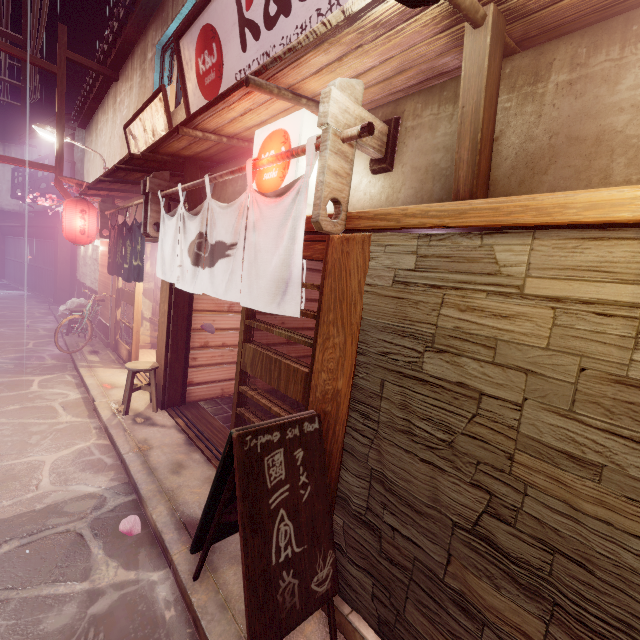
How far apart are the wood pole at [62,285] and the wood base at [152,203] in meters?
21.2 m

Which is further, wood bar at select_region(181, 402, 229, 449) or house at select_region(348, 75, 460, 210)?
wood bar at select_region(181, 402, 229, 449)

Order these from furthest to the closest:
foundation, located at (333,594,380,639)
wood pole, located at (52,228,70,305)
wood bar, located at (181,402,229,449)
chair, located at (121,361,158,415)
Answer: wood pole, located at (52,228,70,305), chair, located at (121,361,158,415), wood bar, located at (181,402,229,449), foundation, located at (333,594,380,639)

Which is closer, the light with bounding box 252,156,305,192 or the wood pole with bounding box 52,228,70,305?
the light with bounding box 252,156,305,192

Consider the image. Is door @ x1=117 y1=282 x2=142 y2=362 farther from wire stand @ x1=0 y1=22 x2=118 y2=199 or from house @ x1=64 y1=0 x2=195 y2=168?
wire stand @ x1=0 y1=22 x2=118 y2=199

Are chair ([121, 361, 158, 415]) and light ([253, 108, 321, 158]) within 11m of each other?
yes

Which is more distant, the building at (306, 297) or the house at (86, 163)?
the house at (86, 163)

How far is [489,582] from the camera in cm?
300
